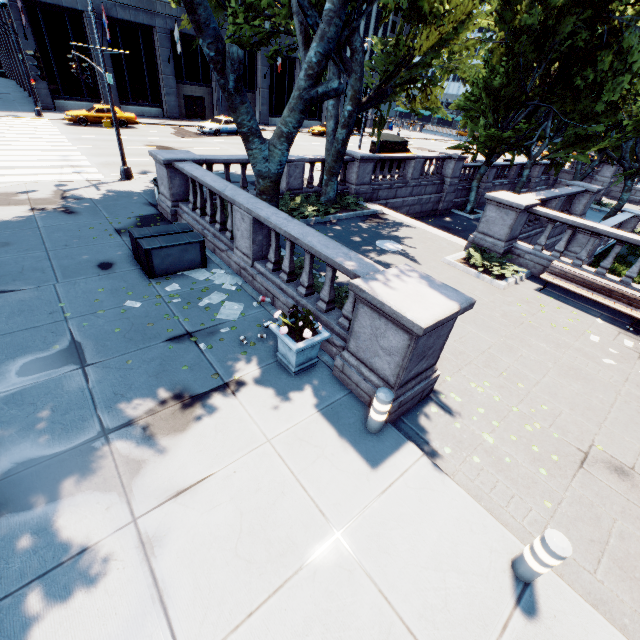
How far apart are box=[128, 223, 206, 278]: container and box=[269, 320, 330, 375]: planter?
4.05m

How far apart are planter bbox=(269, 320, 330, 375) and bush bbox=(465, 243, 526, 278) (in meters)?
7.73

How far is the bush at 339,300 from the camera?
7.95m

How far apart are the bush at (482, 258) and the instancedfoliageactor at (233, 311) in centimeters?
793cm

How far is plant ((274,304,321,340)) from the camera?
5.56m

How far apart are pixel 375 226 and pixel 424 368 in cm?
1024

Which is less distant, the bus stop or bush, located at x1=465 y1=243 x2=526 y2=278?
bush, located at x1=465 y1=243 x2=526 y2=278

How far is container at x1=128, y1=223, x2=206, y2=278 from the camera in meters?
8.1
